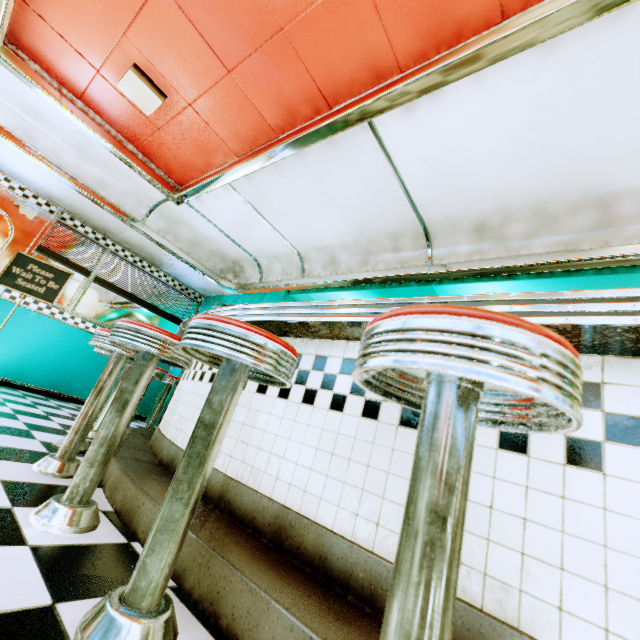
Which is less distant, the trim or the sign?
the trim

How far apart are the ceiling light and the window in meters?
2.9

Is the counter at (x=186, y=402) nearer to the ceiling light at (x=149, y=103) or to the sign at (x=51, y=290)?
the sign at (x=51, y=290)

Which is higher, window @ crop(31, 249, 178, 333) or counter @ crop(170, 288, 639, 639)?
window @ crop(31, 249, 178, 333)

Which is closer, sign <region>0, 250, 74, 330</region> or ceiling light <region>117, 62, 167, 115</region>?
ceiling light <region>117, 62, 167, 115</region>

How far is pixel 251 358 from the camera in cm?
89

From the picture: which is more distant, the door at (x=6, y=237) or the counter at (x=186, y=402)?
the door at (x=6, y=237)

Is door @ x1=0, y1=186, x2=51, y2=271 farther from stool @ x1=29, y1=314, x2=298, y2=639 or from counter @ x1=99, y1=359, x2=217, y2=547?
stool @ x1=29, y1=314, x2=298, y2=639
